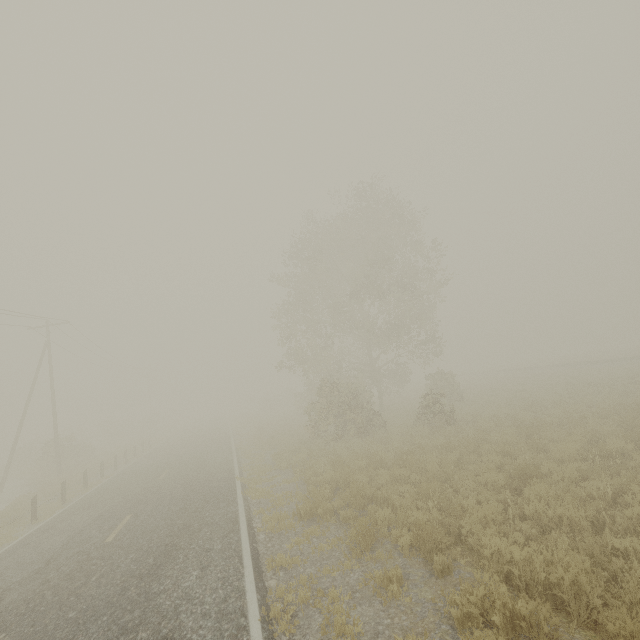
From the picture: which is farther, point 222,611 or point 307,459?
point 307,459

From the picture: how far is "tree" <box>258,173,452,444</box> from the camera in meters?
19.5

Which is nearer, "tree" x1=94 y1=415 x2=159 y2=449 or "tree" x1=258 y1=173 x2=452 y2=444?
"tree" x1=258 y1=173 x2=452 y2=444

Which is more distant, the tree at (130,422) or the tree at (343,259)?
the tree at (130,422)

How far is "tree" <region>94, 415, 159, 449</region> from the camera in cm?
4237

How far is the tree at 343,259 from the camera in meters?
19.5
